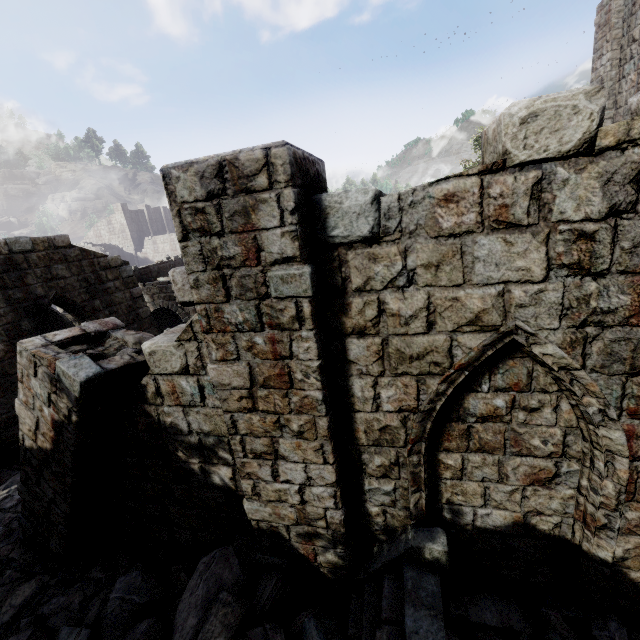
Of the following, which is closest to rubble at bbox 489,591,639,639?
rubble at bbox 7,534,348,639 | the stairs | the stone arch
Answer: the stairs

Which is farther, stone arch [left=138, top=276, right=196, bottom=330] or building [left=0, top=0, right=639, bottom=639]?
stone arch [left=138, top=276, right=196, bottom=330]

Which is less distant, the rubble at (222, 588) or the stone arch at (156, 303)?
the rubble at (222, 588)

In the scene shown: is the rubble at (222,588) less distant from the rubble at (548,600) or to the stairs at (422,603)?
the stairs at (422,603)

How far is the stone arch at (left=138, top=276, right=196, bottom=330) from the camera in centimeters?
1962cm

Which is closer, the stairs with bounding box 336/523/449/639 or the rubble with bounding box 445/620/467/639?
the stairs with bounding box 336/523/449/639

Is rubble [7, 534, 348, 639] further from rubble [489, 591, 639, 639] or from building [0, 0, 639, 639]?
rubble [489, 591, 639, 639]

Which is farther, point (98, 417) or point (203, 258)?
point (98, 417)
